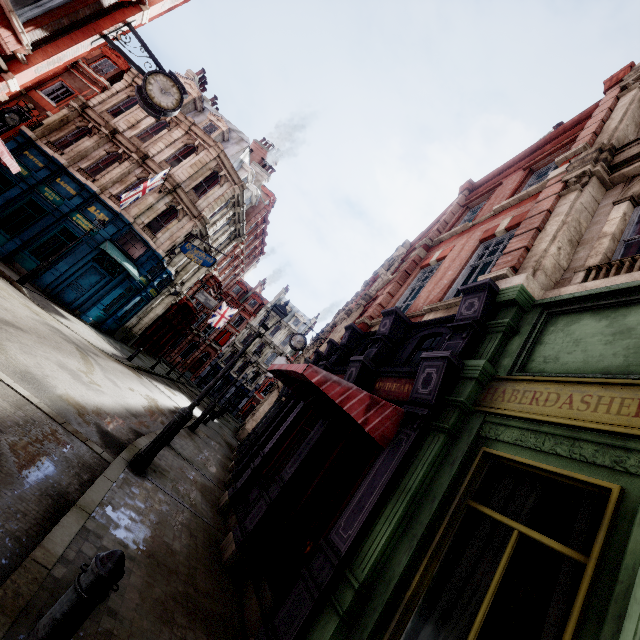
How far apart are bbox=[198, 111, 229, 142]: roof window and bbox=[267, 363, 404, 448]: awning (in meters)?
22.00

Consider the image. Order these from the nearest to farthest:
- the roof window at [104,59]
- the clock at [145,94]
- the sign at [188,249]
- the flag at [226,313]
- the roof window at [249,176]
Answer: the clock at [145,94]
the sign at [188,249]
the roof window at [104,59]
the roof window at [249,176]
the flag at [226,313]

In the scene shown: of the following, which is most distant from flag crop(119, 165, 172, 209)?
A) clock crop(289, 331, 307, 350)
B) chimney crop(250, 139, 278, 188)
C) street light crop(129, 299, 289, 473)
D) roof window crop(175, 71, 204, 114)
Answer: chimney crop(250, 139, 278, 188)

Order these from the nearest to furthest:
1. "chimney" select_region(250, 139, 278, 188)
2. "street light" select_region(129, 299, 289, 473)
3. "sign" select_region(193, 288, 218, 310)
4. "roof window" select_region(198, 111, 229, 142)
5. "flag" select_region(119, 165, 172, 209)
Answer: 1. "street light" select_region(129, 299, 289, 473)
2. "flag" select_region(119, 165, 172, 209)
3. "roof window" select_region(198, 111, 229, 142)
4. "sign" select_region(193, 288, 218, 310)
5. "chimney" select_region(250, 139, 278, 188)

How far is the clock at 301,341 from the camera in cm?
1770

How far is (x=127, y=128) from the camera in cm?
2092

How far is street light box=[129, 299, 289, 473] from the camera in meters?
6.5

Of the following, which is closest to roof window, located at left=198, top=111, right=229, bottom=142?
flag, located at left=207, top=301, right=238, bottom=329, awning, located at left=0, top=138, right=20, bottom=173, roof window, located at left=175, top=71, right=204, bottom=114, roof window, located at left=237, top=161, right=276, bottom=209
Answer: roof window, located at left=175, top=71, right=204, bottom=114
